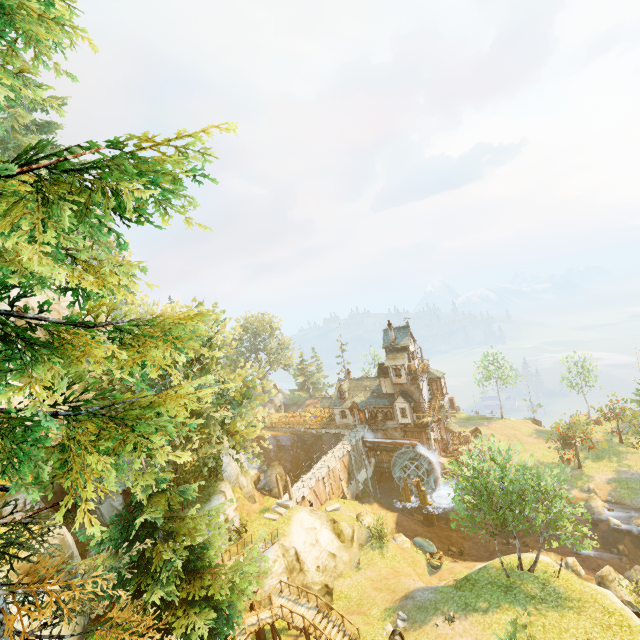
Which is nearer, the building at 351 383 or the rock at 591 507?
the rock at 591 507

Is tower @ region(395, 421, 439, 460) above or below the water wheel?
above

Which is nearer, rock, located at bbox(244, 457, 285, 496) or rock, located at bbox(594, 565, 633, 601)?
rock, located at bbox(594, 565, 633, 601)

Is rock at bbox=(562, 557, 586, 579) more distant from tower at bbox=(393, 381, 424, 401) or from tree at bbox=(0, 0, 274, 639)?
tower at bbox=(393, 381, 424, 401)

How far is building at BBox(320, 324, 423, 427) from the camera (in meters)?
43.78

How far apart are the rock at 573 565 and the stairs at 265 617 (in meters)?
25.36

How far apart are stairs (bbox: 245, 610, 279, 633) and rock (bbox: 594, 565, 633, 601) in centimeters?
2453cm

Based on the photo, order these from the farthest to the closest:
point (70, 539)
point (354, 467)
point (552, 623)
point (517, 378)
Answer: point (517, 378) < point (354, 467) < point (552, 623) < point (70, 539)
